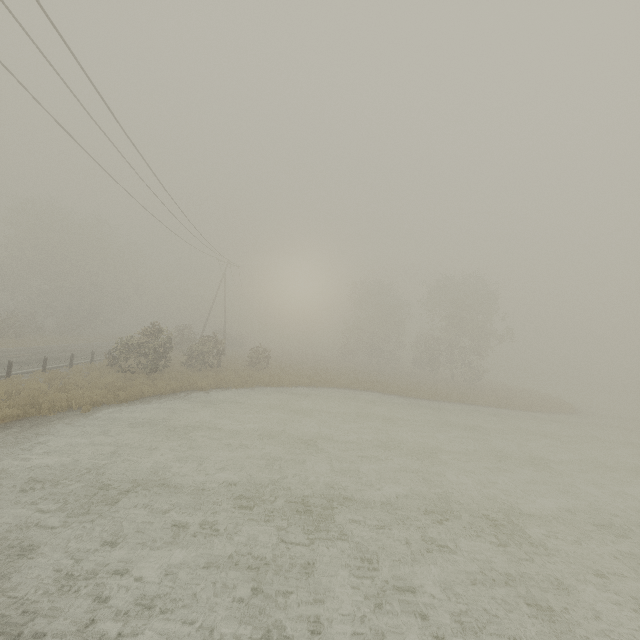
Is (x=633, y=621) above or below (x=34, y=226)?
below
